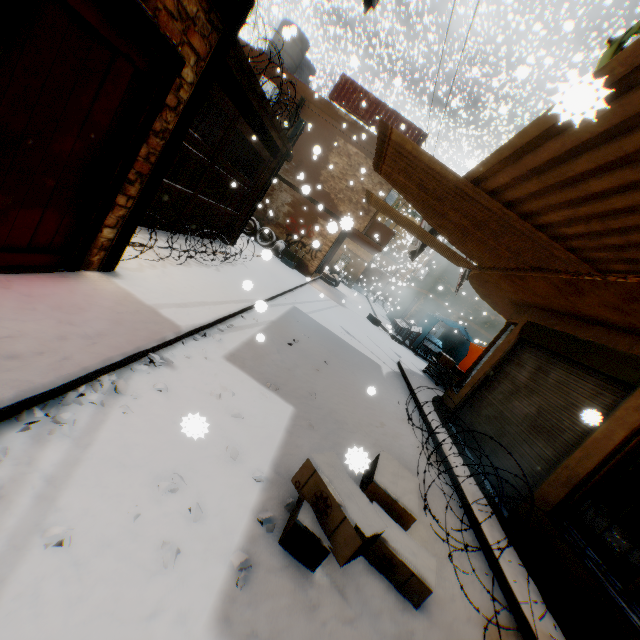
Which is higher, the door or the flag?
the flag

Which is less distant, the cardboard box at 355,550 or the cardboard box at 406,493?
the cardboard box at 355,550

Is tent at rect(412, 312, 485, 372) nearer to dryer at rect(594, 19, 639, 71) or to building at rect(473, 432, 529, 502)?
building at rect(473, 432, 529, 502)

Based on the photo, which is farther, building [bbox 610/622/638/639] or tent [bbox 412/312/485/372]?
tent [bbox 412/312/485/372]

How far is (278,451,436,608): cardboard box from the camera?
2.4m

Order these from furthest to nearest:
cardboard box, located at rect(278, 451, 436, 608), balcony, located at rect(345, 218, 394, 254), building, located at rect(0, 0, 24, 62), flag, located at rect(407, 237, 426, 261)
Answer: balcony, located at rect(345, 218, 394, 254)
flag, located at rect(407, 237, 426, 261)
cardboard box, located at rect(278, 451, 436, 608)
building, located at rect(0, 0, 24, 62)

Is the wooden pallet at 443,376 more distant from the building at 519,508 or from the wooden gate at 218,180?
the wooden gate at 218,180

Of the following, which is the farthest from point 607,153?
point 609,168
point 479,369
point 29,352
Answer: point 479,369
